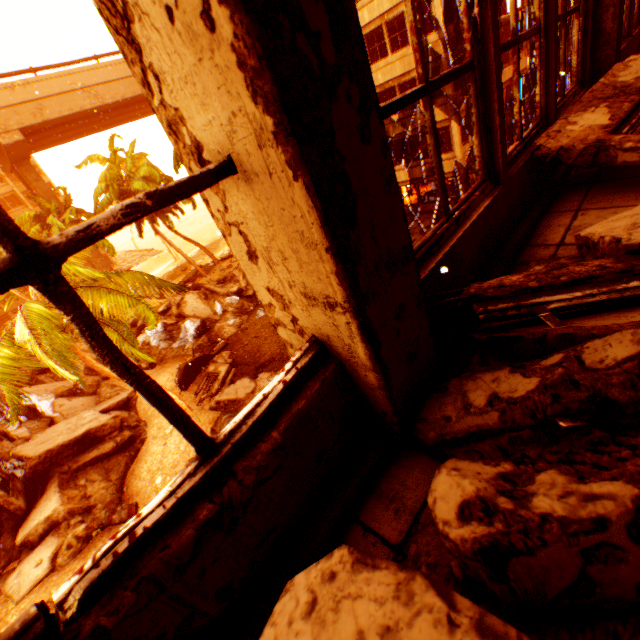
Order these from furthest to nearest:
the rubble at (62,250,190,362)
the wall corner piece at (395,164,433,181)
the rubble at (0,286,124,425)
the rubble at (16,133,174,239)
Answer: the rubble at (16,133,174,239), the wall corner piece at (395,164,433,181), the rubble at (62,250,190,362), the rubble at (0,286,124,425)

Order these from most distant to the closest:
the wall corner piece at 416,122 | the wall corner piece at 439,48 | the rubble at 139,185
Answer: the rubble at 139,185
the wall corner piece at 416,122
the wall corner piece at 439,48

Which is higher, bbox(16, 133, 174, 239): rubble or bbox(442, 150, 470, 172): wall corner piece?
bbox(16, 133, 174, 239): rubble

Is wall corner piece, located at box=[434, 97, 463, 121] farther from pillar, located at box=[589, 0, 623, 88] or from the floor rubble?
the floor rubble

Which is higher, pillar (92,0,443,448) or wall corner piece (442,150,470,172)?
pillar (92,0,443,448)

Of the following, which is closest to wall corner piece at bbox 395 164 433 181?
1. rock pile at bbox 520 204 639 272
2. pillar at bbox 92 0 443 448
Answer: rock pile at bbox 520 204 639 272

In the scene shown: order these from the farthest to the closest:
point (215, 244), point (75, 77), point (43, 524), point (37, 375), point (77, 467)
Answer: point (215, 244) → point (75, 77) → point (37, 375) → point (77, 467) → point (43, 524)

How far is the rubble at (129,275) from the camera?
8.0 meters
